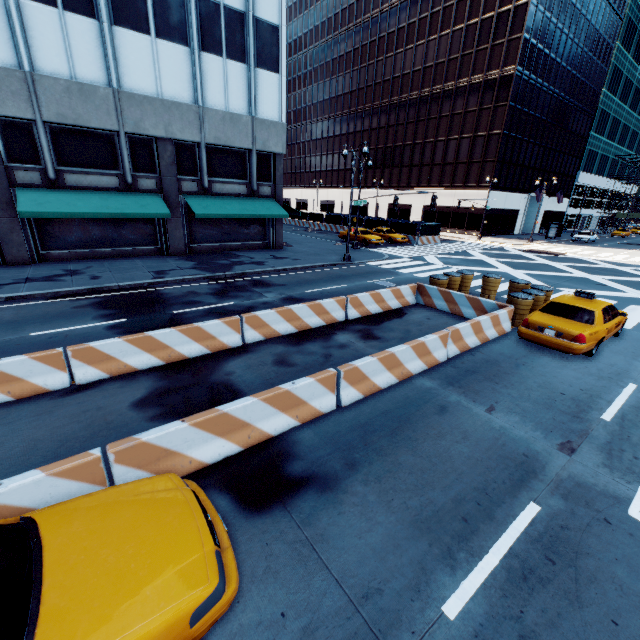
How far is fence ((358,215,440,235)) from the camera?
34.4m

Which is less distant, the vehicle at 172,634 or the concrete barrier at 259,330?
the vehicle at 172,634

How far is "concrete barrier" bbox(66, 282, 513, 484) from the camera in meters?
4.9 m

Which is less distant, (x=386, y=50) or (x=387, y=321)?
(x=387, y=321)

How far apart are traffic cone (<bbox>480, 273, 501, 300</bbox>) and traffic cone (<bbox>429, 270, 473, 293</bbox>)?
1.0m

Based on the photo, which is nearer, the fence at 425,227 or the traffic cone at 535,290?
the traffic cone at 535,290

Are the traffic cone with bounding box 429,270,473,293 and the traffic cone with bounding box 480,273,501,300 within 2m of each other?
yes
